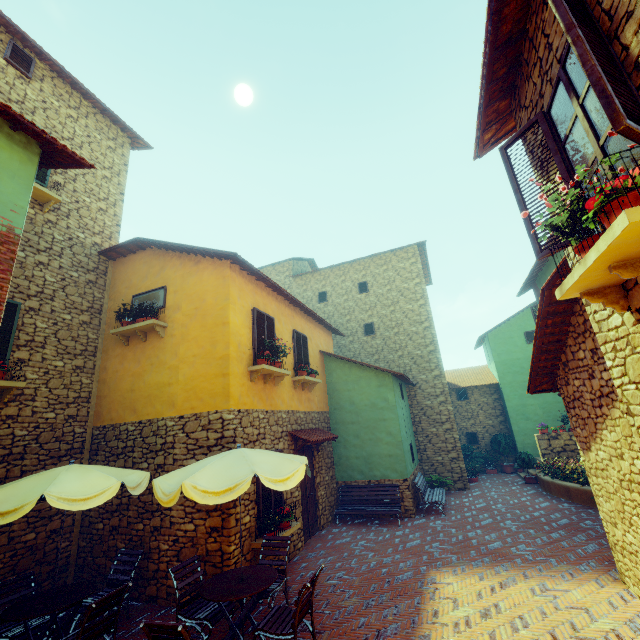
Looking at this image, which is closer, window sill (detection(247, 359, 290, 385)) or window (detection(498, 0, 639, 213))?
window (detection(498, 0, 639, 213))

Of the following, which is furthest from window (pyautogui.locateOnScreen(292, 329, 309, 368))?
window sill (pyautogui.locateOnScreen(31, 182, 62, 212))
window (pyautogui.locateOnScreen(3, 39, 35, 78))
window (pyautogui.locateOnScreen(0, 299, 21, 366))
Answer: window (pyautogui.locateOnScreen(3, 39, 35, 78))

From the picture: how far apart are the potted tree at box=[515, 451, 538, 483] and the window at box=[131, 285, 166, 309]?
15.8m

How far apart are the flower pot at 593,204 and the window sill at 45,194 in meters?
10.9 m

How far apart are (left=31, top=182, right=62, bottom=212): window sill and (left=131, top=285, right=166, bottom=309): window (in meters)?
2.88

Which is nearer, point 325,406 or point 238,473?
point 238,473

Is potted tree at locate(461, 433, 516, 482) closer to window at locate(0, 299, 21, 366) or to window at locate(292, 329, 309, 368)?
window at locate(292, 329, 309, 368)

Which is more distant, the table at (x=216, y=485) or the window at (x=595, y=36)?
the table at (x=216, y=485)
